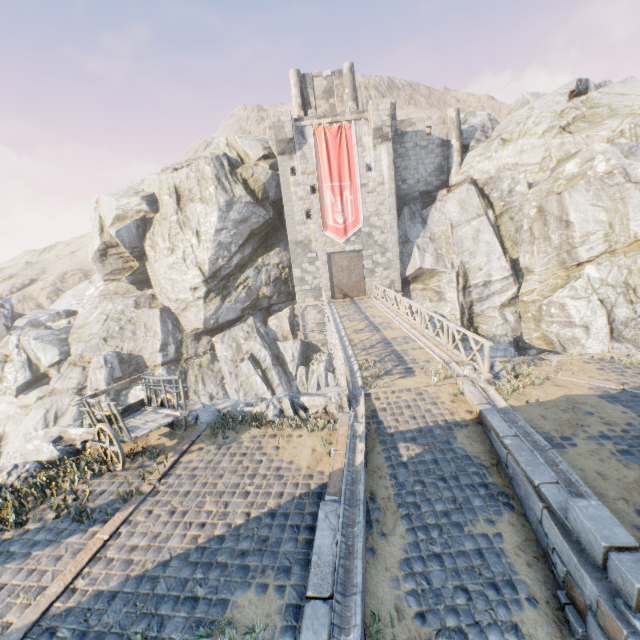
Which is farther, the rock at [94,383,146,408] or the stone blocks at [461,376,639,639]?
the rock at [94,383,146,408]

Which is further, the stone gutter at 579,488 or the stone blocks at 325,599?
the stone gutter at 579,488

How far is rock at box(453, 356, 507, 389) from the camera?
9.5 meters

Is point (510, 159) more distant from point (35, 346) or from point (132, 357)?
point (35, 346)

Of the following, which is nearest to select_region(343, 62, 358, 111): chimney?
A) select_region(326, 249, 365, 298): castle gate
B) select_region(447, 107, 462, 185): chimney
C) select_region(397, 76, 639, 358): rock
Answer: select_region(397, 76, 639, 358): rock

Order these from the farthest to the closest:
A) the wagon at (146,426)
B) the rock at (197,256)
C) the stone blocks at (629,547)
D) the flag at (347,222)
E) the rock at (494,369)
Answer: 1. the flag at (347,222)
2. the rock at (197,256)
3. the rock at (494,369)
4. the wagon at (146,426)
5. the stone blocks at (629,547)

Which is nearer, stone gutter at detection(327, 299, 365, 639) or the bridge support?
stone gutter at detection(327, 299, 365, 639)

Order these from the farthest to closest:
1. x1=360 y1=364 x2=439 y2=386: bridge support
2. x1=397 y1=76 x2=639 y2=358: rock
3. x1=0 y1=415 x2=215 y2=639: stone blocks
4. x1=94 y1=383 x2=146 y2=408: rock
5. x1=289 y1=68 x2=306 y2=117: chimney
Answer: x1=289 y1=68 x2=306 y2=117: chimney, x1=94 y1=383 x2=146 y2=408: rock, x1=397 y1=76 x2=639 y2=358: rock, x1=360 y1=364 x2=439 y2=386: bridge support, x1=0 y1=415 x2=215 y2=639: stone blocks
